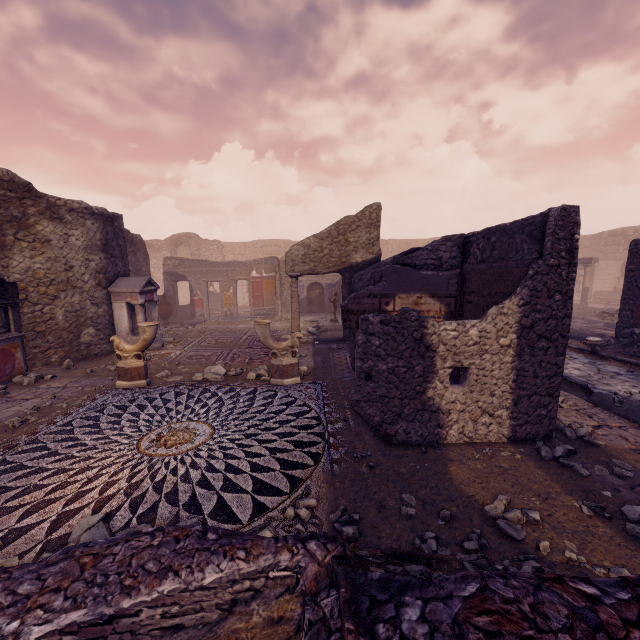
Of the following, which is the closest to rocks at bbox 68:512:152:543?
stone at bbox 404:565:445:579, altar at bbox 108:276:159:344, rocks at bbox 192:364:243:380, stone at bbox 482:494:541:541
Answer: stone at bbox 404:565:445:579

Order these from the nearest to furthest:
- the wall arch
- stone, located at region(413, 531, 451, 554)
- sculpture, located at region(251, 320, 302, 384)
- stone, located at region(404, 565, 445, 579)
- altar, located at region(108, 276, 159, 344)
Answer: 1. stone, located at region(404, 565, 445, 579)
2. stone, located at region(413, 531, 451, 554)
3. sculpture, located at region(251, 320, 302, 384)
4. altar, located at region(108, 276, 159, 344)
5. the wall arch

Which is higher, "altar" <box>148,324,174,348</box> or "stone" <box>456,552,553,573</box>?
"stone" <box>456,552,553,573</box>

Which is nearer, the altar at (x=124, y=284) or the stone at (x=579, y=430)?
the stone at (x=579, y=430)

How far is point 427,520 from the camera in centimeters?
282cm

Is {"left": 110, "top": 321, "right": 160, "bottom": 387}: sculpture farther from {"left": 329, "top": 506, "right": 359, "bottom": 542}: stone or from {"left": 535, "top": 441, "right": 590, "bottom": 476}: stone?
{"left": 535, "top": 441, "right": 590, "bottom": 476}: stone

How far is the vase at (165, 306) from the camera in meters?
13.8 m

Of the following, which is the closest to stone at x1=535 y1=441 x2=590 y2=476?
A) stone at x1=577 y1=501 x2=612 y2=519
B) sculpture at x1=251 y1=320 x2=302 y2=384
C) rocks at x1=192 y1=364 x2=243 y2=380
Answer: stone at x1=577 y1=501 x2=612 y2=519
